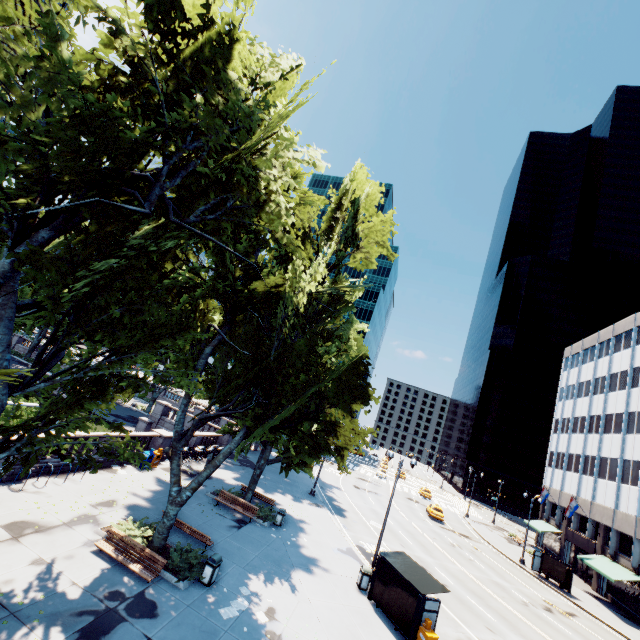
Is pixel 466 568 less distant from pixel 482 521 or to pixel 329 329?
pixel 329 329

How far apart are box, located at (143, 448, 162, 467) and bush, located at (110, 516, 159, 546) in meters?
8.2

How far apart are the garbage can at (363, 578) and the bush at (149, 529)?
11.22m

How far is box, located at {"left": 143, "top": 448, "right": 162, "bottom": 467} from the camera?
22.9m

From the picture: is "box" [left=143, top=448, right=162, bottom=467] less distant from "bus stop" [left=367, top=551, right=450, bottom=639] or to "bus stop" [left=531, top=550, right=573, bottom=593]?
Answer: "bus stop" [left=367, top=551, right=450, bottom=639]

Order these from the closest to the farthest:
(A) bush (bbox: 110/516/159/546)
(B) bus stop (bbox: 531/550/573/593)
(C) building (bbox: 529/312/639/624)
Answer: (A) bush (bbox: 110/516/159/546), (B) bus stop (bbox: 531/550/573/593), (C) building (bbox: 529/312/639/624)

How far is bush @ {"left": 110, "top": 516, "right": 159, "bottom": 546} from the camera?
14.0m

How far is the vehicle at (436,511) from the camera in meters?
41.3
